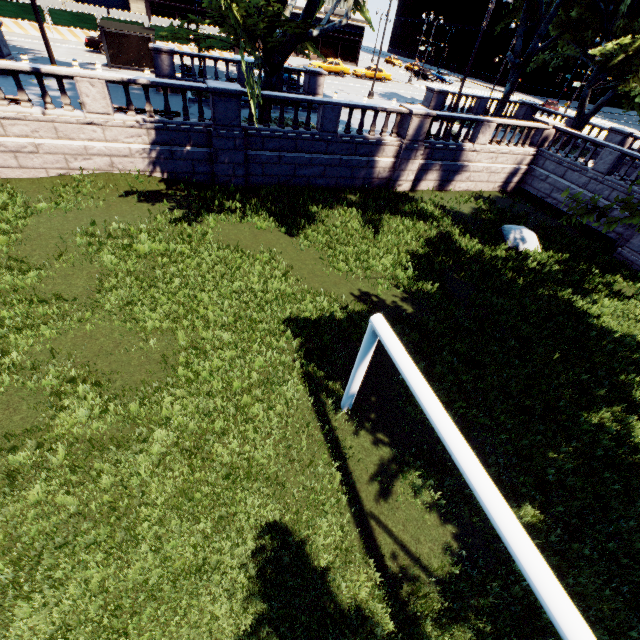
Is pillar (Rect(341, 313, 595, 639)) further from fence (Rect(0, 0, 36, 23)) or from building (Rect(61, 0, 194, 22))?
building (Rect(61, 0, 194, 22))

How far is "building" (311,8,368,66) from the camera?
47.9m

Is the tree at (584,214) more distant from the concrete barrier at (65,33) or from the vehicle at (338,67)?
the vehicle at (338,67)

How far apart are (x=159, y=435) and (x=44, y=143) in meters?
13.7 m

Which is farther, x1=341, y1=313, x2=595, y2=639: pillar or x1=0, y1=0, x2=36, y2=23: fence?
x1=0, y1=0, x2=36, y2=23: fence

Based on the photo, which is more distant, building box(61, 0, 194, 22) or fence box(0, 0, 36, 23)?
building box(61, 0, 194, 22)

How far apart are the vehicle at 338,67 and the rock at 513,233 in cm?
3499

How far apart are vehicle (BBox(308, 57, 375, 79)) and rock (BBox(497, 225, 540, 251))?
35.0 meters
